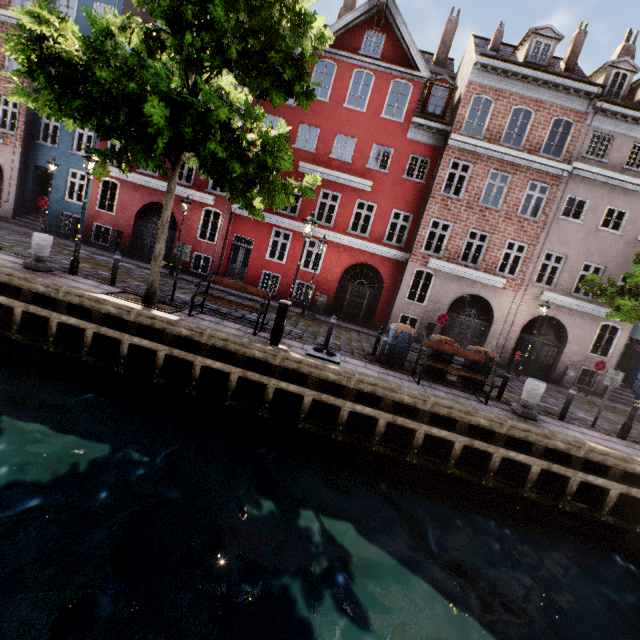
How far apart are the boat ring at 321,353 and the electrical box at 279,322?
0.78m

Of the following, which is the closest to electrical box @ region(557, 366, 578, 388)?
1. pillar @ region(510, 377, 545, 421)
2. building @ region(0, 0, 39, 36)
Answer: building @ region(0, 0, 39, 36)

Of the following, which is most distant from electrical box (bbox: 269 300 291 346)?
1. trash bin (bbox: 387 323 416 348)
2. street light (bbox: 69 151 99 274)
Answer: street light (bbox: 69 151 99 274)

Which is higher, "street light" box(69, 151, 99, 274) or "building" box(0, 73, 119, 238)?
"street light" box(69, 151, 99, 274)

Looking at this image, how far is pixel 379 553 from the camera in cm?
608

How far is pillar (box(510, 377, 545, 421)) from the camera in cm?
891

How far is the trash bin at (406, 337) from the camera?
10.4m

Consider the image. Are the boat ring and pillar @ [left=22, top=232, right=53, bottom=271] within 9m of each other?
yes
